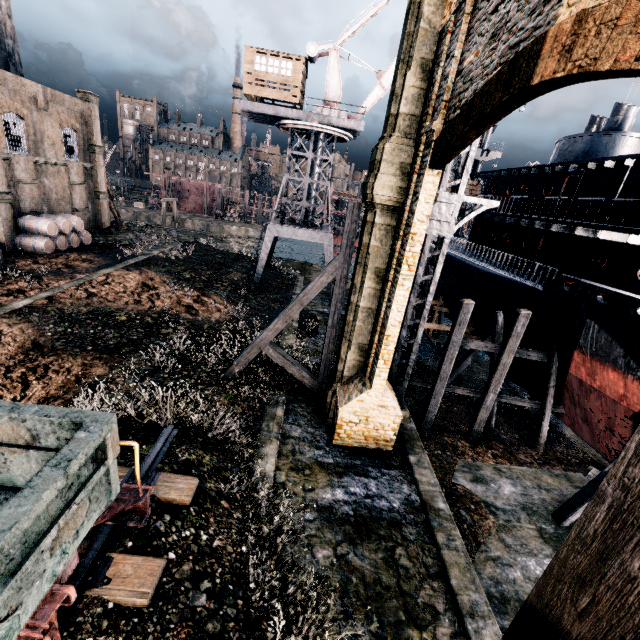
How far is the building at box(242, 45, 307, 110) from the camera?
24.7 meters

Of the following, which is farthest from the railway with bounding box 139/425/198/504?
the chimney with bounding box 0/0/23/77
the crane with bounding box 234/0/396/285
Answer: the chimney with bounding box 0/0/23/77

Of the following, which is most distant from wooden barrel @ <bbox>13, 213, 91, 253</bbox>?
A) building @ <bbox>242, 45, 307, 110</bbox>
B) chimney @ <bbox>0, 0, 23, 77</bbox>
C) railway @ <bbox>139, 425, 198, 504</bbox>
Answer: railway @ <bbox>139, 425, 198, 504</bbox>

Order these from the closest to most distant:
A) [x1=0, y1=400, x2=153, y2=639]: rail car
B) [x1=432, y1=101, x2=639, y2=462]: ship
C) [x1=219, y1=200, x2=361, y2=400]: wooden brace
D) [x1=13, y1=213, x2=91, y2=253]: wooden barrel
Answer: [x1=0, y1=400, x2=153, y2=639]: rail car → [x1=219, y1=200, x2=361, y2=400]: wooden brace → [x1=432, y1=101, x2=639, y2=462]: ship → [x1=13, y1=213, x2=91, y2=253]: wooden barrel

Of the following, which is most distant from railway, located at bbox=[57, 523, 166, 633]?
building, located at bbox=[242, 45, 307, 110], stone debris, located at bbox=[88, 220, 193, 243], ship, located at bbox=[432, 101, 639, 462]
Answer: stone debris, located at bbox=[88, 220, 193, 243]

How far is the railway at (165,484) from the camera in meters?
7.3 m

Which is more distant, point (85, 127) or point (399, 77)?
point (85, 127)

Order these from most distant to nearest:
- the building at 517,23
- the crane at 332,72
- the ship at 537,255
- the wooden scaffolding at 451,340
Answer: the crane at 332,72 → the wooden scaffolding at 451,340 → the ship at 537,255 → the building at 517,23
